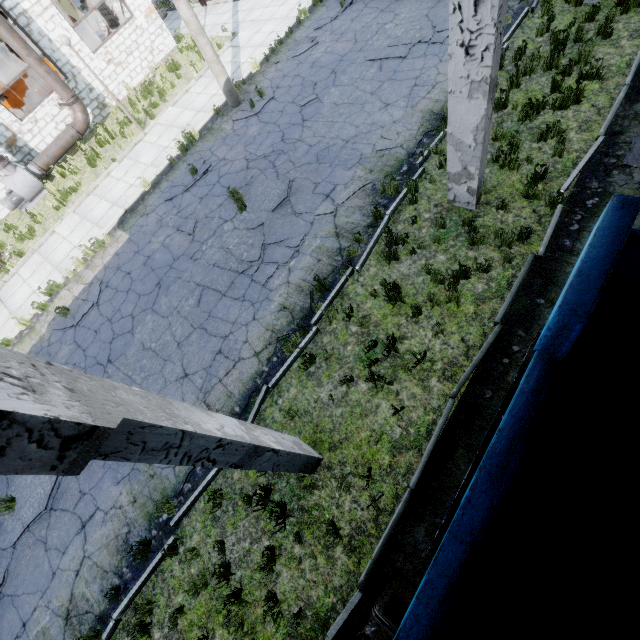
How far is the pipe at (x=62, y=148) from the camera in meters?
13.9

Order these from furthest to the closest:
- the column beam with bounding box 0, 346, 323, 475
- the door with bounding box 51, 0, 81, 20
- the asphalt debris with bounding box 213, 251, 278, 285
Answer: the door with bounding box 51, 0, 81, 20, the asphalt debris with bounding box 213, 251, 278, 285, the column beam with bounding box 0, 346, 323, 475

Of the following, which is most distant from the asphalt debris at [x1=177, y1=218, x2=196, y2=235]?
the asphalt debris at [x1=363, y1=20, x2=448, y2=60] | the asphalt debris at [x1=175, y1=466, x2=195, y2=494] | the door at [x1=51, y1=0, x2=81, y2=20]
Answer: the door at [x1=51, y1=0, x2=81, y2=20]

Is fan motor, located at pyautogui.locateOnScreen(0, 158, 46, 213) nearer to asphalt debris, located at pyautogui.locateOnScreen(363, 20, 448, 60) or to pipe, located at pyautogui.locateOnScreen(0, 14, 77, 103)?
pipe, located at pyautogui.locateOnScreen(0, 14, 77, 103)

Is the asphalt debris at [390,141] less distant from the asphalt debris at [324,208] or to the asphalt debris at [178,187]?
the asphalt debris at [324,208]

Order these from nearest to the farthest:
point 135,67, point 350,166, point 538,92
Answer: point 538,92 → point 350,166 → point 135,67

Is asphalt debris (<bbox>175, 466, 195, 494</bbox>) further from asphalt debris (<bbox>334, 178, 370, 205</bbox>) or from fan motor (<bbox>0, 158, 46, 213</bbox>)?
fan motor (<bbox>0, 158, 46, 213</bbox>)

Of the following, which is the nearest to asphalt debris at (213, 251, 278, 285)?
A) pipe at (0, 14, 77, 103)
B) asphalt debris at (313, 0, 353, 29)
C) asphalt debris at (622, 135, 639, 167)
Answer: asphalt debris at (622, 135, 639, 167)
